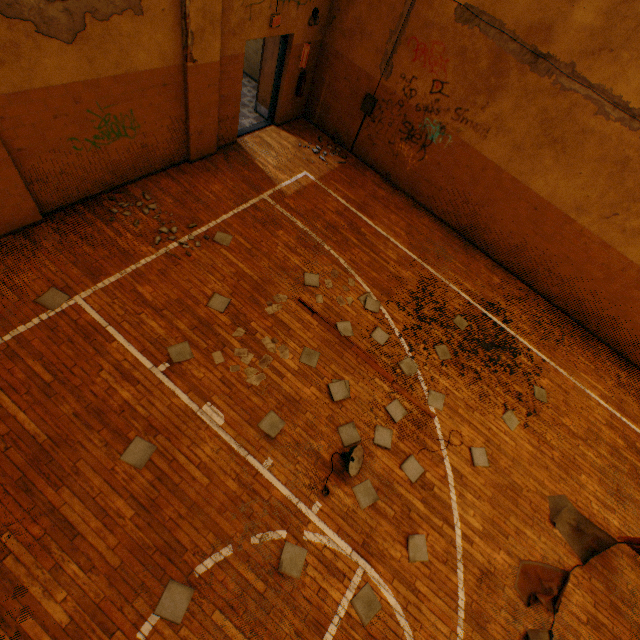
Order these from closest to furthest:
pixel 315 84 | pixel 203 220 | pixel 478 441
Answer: pixel 478 441 → pixel 203 220 → pixel 315 84

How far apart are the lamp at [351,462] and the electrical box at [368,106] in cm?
829

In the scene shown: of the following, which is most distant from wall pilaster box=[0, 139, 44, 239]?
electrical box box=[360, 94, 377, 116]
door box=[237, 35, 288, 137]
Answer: electrical box box=[360, 94, 377, 116]

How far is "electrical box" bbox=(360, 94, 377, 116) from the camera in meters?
8.4

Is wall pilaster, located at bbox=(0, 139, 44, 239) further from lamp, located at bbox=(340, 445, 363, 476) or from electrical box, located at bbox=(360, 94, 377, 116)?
electrical box, located at bbox=(360, 94, 377, 116)

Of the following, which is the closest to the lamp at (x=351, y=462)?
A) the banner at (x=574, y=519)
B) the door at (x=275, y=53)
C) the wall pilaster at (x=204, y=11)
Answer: the banner at (x=574, y=519)

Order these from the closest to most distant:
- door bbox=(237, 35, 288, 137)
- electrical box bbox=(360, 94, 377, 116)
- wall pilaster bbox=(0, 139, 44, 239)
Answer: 1. wall pilaster bbox=(0, 139, 44, 239)
2. door bbox=(237, 35, 288, 137)
3. electrical box bbox=(360, 94, 377, 116)

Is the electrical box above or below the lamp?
above
